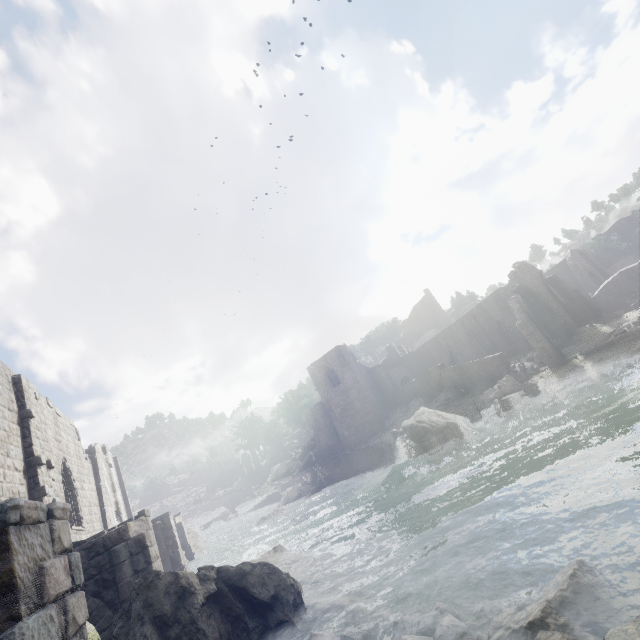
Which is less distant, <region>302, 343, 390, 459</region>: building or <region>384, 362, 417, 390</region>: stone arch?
<region>302, 343, 390, 459</region>: building

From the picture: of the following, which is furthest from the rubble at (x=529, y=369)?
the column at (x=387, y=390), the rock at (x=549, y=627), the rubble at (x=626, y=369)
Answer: the rock at (x=549, y=627)

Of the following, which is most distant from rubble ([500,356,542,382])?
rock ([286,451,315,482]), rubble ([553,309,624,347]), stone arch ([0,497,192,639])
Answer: rock ([286,451,315,482])

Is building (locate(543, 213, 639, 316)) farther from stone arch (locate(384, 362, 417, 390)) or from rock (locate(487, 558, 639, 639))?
rock (locate(487, 558, 639, 639))

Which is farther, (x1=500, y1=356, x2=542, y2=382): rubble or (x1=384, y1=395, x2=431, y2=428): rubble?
(x1=384, y1=395, x2=431, y2=428): rubble

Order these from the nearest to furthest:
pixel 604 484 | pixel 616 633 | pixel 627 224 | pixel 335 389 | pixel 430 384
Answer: pixel 616 633, pixel 604 484, pixel 430 384, pixel 335 389, pixel 627 224

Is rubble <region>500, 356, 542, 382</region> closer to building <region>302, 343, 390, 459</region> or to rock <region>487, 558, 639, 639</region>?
building <region>302, 343, 390, 459</region>

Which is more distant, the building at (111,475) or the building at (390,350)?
the building at (390,350)
